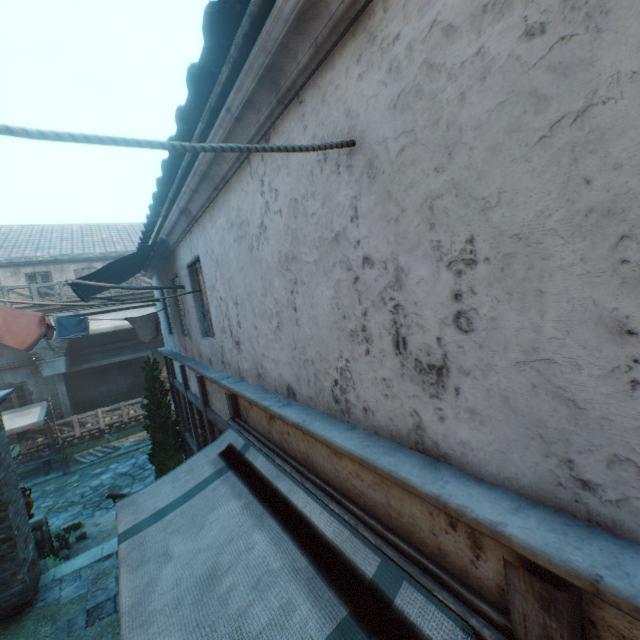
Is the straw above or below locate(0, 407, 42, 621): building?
below

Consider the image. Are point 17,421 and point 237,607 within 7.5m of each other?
no

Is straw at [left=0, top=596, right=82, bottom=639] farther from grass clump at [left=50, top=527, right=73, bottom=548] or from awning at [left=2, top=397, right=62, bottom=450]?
awning at [left=2, top=397, right=62, bottom=450]

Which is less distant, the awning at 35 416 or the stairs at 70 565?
the stairs at 70 565

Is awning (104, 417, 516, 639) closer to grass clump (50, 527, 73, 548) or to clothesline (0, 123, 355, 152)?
clothesline (0, 123, 355, 152)

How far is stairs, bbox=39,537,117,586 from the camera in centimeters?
671cm

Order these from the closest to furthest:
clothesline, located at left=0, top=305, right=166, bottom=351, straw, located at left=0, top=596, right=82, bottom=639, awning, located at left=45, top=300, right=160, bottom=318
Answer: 1. straw, located at left=0, top=596, right=82, bottom=639
2. clothesline, located at left=0, top=305, right=166, bottom=351
3. awning, located at left=45, top=300, right=160, bottom=318

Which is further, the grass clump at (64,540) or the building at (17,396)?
the grass clump at (64,540)
